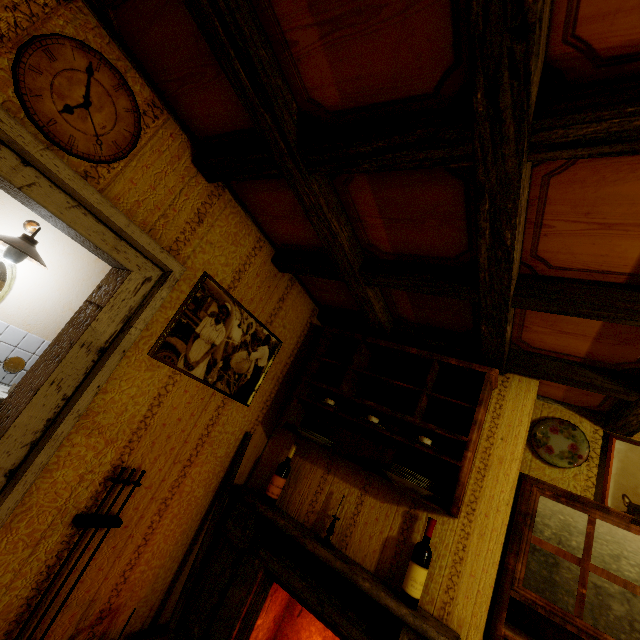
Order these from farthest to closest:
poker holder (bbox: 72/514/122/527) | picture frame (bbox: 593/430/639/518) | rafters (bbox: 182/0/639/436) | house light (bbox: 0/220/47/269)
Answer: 1. house light (bbox: 0/220/47/269)
2. picture frame (bbox: 593/430/639/518)
3. poker holder (bbox: 72/514/122/527)
4. rafters (bbox: 182/0/639/436)

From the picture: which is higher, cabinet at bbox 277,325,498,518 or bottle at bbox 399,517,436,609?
cabinet at bbox 277,325,498,518

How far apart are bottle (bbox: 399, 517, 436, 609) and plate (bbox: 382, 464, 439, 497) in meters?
0.2 m

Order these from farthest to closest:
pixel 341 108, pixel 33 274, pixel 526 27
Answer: pixel 33 274, pixel 341 108, pixel 526 27

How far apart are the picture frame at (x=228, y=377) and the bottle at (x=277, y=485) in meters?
0.5 m

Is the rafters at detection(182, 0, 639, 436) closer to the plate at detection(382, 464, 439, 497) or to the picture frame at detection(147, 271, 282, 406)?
the picture frame at detection(147, 271, 282, 406)

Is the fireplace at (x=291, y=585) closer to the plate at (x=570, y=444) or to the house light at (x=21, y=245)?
the plate at (x=570, y=444)

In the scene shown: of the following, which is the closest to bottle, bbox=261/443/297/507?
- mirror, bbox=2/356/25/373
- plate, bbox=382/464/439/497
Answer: plate, bbox=382/464/439/497
